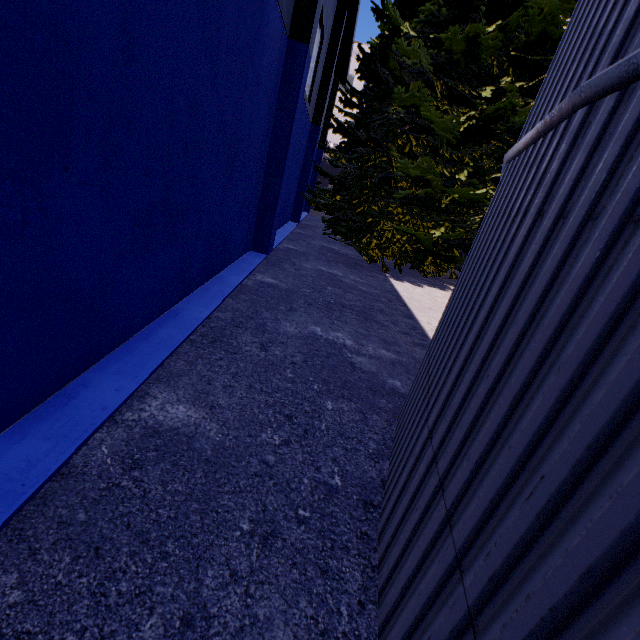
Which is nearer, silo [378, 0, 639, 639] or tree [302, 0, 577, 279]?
silo [378, 0, 639, 639]

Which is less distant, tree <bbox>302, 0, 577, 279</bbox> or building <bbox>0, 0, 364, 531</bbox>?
building <bbox>0, 0, 364, 531</bbox>

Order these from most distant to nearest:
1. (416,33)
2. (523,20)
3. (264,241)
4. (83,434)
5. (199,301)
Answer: (523,20) < (416,33) < (264,241) < (199,301) < (83,434)

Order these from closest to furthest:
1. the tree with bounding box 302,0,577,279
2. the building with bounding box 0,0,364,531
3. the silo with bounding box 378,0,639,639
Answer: the silo with bounding box 378,0,639,639, the building with bounding box 0,0,364,531, the tree with bounding box 302,0,577,279

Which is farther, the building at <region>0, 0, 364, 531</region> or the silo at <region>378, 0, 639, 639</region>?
the building at <region>0, 0, 364, 531</region>

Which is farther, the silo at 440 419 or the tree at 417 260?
the tree at 417 260

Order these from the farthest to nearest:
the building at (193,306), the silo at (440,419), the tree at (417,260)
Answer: the tree at (417,260) < the building at (193,306) < the silo at (440,419)
